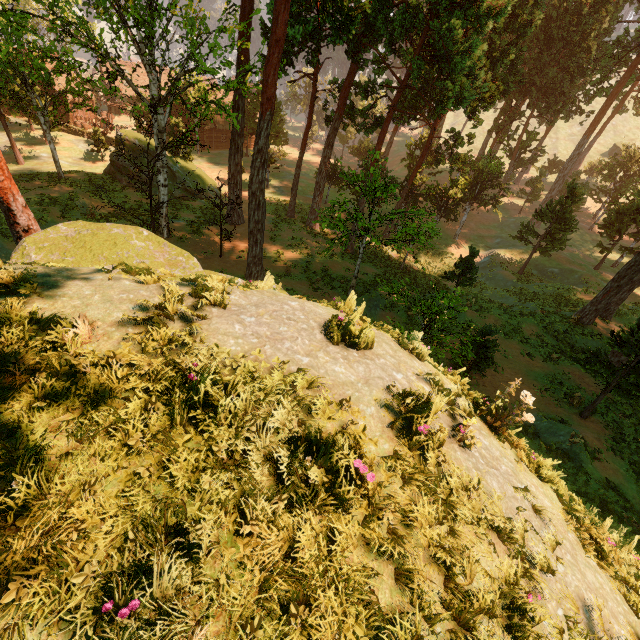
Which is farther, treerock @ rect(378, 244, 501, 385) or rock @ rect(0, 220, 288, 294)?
treerock @ rect(378, 244, 501, 385)

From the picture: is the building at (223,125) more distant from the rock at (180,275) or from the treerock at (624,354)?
the rock at (180,275)

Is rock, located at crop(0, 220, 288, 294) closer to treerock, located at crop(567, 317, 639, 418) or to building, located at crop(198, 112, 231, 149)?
treerock, located at crop(567, 317, 639, 418)

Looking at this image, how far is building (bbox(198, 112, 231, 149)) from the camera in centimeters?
4888cm

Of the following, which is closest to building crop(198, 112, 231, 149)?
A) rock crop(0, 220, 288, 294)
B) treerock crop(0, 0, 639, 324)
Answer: treerock crop(0, 0, 639, 324)

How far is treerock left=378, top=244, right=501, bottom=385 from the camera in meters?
11.7 m

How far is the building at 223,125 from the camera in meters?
48.9

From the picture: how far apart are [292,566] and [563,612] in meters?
2.4
